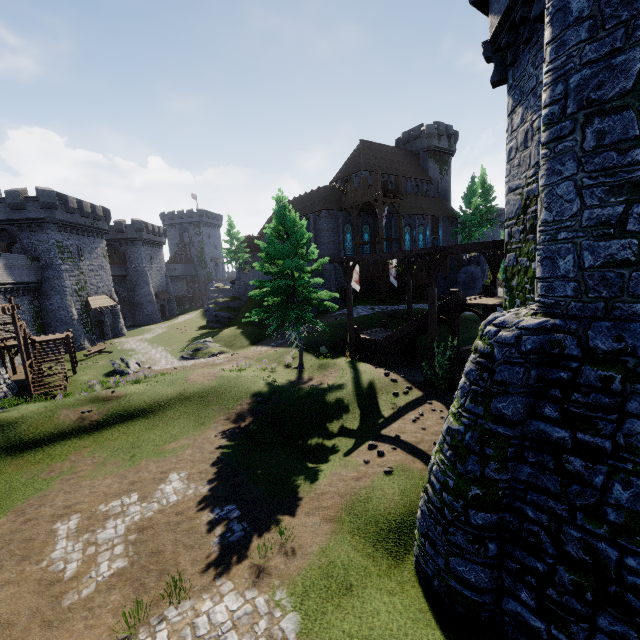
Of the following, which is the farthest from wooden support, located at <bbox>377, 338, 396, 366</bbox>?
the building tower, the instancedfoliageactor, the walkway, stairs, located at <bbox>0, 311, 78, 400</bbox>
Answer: stairs, located at <bbox>0, 311, 78, 400</bbox>

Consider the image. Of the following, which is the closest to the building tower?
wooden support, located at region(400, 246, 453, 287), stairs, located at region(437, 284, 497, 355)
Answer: stairs, located at region(437, 284, 497, 355)

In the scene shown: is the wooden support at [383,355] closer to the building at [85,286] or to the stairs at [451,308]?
the stairs at [451,308]

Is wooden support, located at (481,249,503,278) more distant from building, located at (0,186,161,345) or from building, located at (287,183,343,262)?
building, located at (0,186,161,345)

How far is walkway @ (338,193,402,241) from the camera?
32.6m

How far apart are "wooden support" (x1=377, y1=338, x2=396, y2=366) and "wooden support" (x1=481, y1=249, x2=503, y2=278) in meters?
5.6

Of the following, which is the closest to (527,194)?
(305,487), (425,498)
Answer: (425,498)

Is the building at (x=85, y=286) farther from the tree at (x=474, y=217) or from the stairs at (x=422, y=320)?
the tree at (x=474, y=217)
